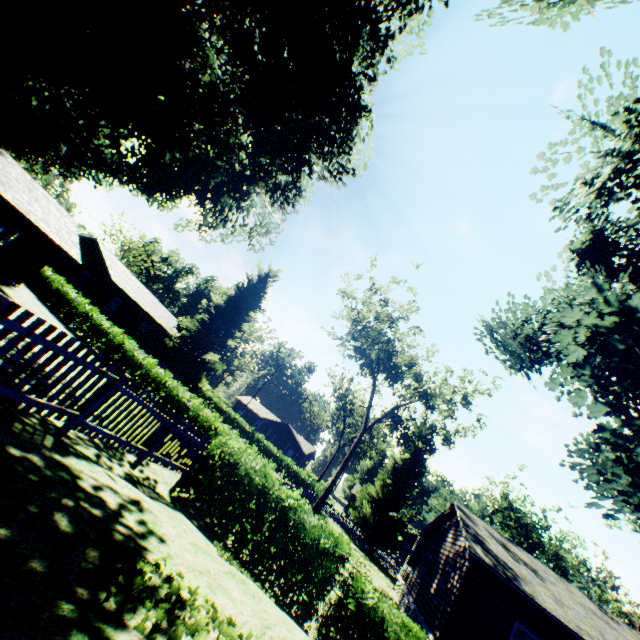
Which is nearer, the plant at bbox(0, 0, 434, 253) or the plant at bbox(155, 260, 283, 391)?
the plant at bbox(0, 0, 434, 253)

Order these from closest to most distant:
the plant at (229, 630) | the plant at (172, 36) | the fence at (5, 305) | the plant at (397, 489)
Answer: the plant at (229, 630) → the fence at (5, 305) → the plant at (172, 36) → the plant at (397, 489)

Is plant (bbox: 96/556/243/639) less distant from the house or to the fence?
the fence

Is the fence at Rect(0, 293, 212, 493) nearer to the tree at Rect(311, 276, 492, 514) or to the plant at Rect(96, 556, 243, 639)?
the plant at Rect(96, 556, 243, 639)

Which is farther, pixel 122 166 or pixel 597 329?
pixel 122 166

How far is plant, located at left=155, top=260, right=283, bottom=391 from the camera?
38.5 meters

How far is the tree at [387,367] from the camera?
26.79m
